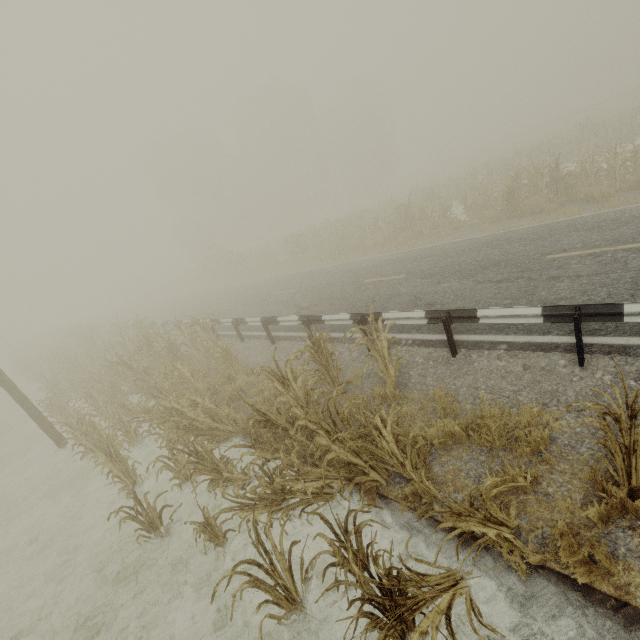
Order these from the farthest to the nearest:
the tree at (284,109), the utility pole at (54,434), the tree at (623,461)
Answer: the tree at (284,109) → the utility pole at (54,434) → the tree at (623,461)

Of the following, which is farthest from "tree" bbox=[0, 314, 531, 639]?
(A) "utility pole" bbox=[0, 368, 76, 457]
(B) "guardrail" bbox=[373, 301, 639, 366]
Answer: (B) "guardrail" bbox=[373, 301, 639, 366]

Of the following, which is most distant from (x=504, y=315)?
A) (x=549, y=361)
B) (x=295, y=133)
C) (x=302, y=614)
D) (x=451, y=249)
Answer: (x=295, y=133)

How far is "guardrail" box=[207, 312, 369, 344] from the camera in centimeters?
794cm

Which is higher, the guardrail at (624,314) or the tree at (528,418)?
the guardrail at (624,314)

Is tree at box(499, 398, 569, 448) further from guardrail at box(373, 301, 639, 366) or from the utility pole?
guardrail at box(373, 301, 639, 366)
